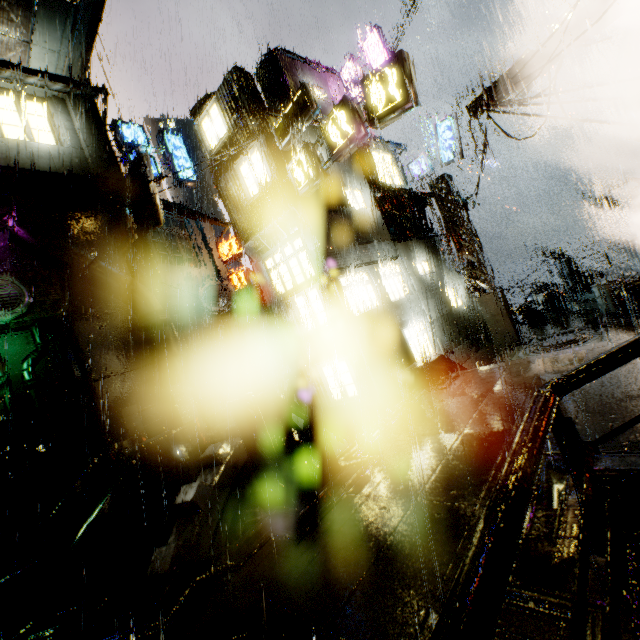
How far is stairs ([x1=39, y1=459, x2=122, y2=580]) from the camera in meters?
→ 7.2

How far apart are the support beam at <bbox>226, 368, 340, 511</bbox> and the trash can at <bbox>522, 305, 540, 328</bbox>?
17.5m

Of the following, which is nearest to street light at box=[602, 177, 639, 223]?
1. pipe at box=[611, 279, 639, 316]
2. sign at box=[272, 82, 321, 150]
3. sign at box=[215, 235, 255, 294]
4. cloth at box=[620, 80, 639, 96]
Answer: pipe at box=[611, 279, 639, 316]

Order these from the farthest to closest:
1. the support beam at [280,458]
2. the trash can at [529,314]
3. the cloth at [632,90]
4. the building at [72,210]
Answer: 1. the trash can at [529,314]
2. the building at [72,210]
3. the cloth at [632,90]
4. the support beam at [280,458]

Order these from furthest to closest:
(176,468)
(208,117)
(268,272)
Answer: (268,272) → (208,117) → (176,468)

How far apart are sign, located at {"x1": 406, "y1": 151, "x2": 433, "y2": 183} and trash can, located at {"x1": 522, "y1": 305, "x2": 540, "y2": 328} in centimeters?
929cm

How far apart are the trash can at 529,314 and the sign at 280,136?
15.9m

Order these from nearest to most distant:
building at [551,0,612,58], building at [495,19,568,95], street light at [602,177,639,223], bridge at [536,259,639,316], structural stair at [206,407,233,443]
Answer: building at [551,0,612,58] < building at [495,19,568,95] < structural stair at [206,407,233,443] < bridge at [536,259,639,316] < street light at [602,177,639,223]
